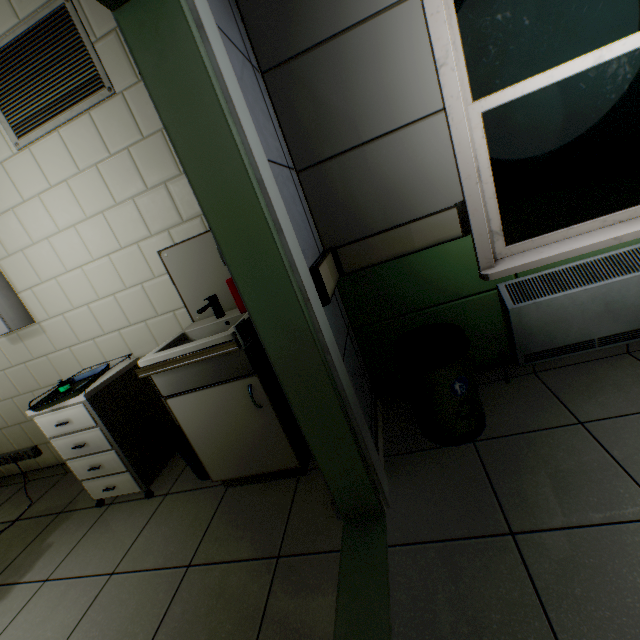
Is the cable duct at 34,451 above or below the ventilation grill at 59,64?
below

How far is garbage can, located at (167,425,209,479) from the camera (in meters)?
2.06

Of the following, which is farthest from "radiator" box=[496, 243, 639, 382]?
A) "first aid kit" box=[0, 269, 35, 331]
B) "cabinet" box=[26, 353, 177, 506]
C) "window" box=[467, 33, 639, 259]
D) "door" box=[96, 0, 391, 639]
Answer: "first aid kit" box=[0, 269, 35, 331]

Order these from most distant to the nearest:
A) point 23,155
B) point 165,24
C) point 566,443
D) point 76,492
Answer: point 76,492 → point 23,155 → point 566,443 → point 165,24

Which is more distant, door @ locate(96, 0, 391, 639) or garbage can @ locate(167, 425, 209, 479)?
garbage can @ locate(167, 425, 209, 479)

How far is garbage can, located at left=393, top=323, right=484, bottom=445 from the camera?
1.6 meters

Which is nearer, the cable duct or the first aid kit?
the first aid kit

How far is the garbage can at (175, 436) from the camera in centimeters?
206cm
